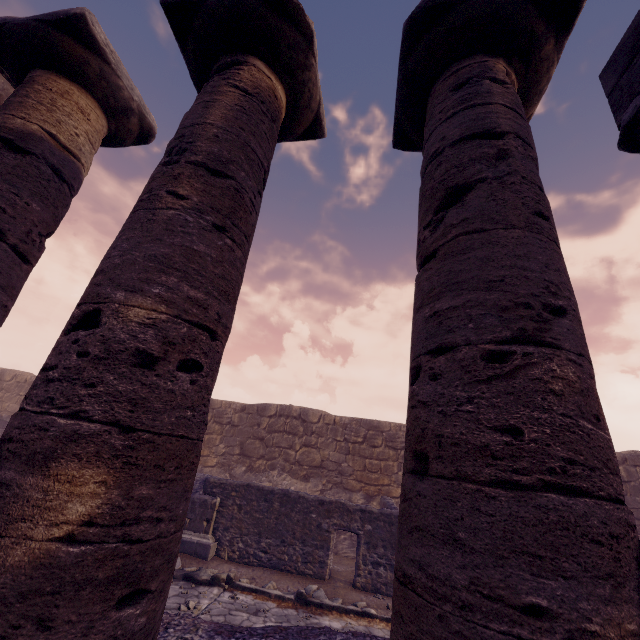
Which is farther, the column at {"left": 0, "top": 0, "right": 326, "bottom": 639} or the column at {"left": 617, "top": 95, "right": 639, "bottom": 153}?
the column at {"left": 617, "top": 95, "right": 639, "bottom": 153}

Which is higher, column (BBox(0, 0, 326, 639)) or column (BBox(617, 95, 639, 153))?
column (BBox(617, 95, 639, 153))

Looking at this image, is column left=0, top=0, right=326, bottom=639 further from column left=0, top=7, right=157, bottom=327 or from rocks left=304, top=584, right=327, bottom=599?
rocks left=304, top=584, right=327, bottom=599

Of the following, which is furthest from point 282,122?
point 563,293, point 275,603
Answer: point 275,603

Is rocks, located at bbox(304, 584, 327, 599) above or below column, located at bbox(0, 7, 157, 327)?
below

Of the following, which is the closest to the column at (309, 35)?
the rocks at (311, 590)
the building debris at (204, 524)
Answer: the rocks at (311, 590)

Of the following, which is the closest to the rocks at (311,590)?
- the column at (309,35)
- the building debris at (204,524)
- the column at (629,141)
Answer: the building debris at (204,524)

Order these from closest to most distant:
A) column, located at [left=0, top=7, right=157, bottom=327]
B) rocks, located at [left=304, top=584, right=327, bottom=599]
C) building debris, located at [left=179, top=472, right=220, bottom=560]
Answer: column, located at [left=0, top=7, right=157, bottom=327] → rocks, located at [left=304, top=584, right=327, bottom=599] → building debris, located at [left=179, top=472, right=220, bottom=560]
